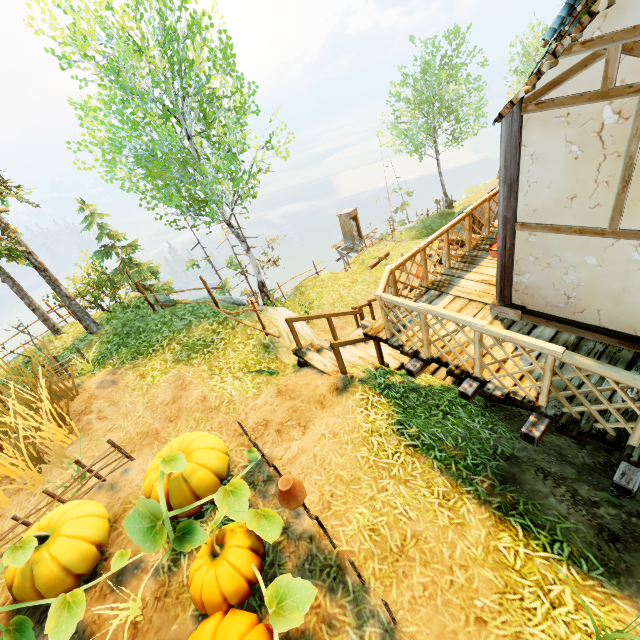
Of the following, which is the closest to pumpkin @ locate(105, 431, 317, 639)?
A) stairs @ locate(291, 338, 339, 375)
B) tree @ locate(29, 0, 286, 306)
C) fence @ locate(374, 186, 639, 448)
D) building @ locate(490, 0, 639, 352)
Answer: fence @ locate(374, 186, 639, 448)

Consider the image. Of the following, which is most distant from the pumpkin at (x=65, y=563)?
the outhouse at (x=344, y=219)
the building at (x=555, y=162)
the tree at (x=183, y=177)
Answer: the outhouse at (x=344, y=219)

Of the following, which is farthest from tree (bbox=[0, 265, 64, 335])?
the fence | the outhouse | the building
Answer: the outhouse

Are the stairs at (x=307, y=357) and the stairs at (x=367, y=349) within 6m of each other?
yes

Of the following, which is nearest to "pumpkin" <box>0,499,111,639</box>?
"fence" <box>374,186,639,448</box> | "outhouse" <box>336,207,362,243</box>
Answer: "fence" <box>374,186,639,448</box>

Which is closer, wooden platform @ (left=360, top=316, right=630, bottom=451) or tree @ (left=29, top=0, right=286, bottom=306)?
wooden platform @ (left=360, top=316, right=630, bottom=451)

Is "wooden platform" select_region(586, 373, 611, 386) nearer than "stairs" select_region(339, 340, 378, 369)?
Yes

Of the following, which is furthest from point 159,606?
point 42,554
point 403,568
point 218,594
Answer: point 403,568
